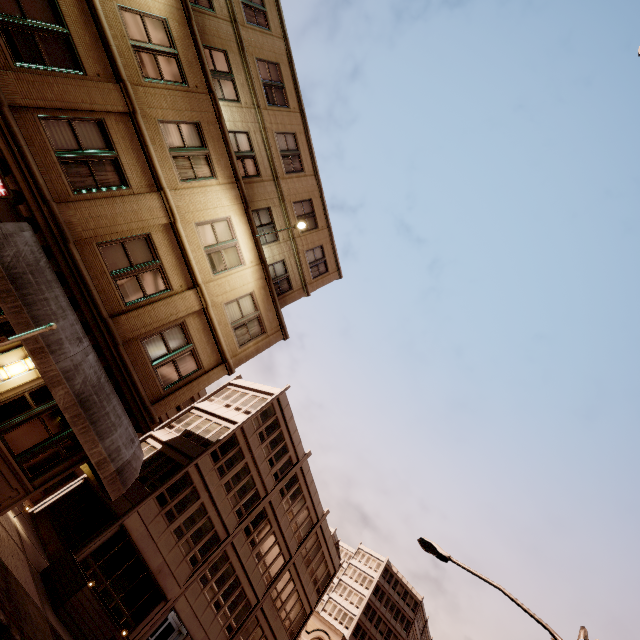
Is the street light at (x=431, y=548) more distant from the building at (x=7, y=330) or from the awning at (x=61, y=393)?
the awning at (x=61, y=393)

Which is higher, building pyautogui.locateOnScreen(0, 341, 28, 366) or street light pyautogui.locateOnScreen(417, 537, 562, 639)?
street light pyautogui.locateOnScreen(417, 537, 562, 639)

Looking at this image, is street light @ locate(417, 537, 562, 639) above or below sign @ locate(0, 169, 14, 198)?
above

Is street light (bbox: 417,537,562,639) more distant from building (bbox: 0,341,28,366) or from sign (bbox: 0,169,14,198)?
sign (bbox: 0,169,14,198)

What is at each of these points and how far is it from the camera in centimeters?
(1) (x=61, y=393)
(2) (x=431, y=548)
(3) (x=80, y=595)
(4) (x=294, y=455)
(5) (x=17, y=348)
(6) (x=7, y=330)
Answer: (1) awning, 829cm
(2) street light, 1234cm
(3) planter, 1096cm
(4) building, 2725cm
(5) building, 874cm
(6) building, 866cm

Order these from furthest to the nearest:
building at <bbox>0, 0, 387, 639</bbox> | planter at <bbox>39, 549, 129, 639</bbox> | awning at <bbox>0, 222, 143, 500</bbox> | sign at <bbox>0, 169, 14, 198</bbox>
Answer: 1. planter at <bbox>39, 549, 129, 639</bbox>
2. building at <bbox>0, 0, 387, 639</bbox>
3. sign at <bbox>0, 169, 14, 198</bbox>
4. awning at <bbox>0, 222, 143, 500</bbox>

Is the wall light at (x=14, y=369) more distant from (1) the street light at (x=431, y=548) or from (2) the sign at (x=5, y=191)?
(1) the street light at (x=431, y=548)

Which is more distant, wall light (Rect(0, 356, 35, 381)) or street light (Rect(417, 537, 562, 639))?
street light (Rect(417, 537, 562, 639))
